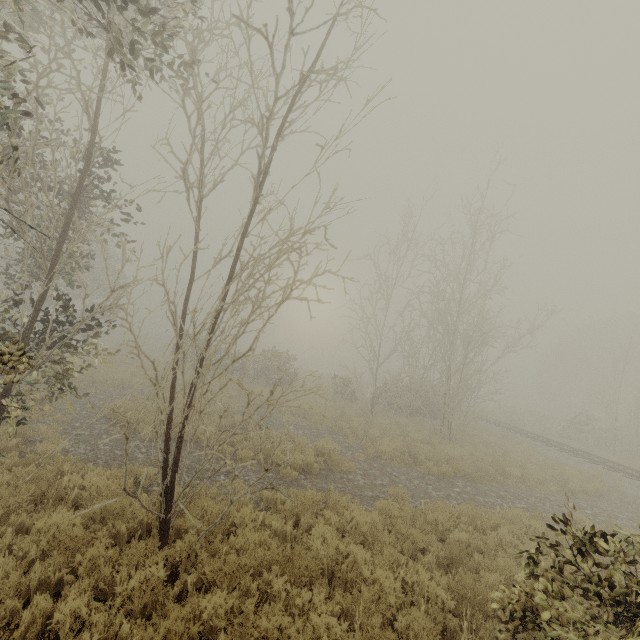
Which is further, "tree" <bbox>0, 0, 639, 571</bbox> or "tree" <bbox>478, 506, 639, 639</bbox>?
"tree" <bbox>0, 0, 639, 571</bbox>

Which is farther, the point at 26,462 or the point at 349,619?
the point at 26,462

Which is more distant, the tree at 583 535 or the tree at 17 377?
the tree at 17 377
